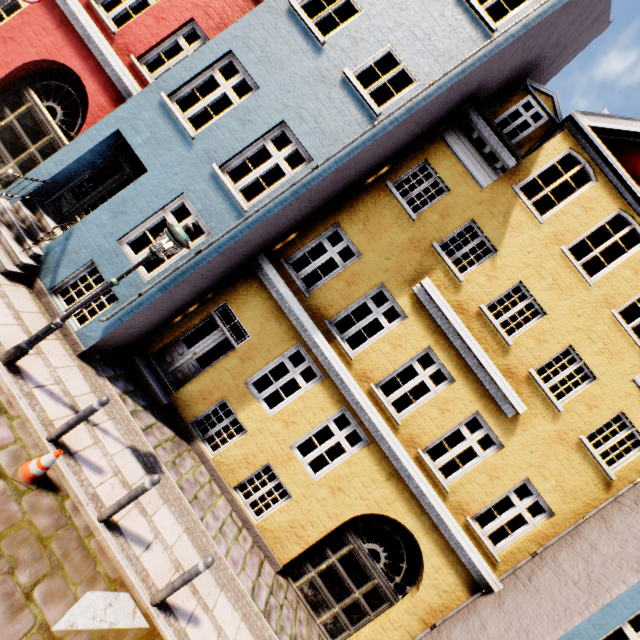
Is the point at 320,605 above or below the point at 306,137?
below

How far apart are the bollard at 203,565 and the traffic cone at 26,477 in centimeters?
239cm

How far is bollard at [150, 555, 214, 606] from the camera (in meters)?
4.86

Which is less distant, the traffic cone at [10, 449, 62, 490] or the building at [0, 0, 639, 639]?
the traffic cone at [10, 449, 62, 490]

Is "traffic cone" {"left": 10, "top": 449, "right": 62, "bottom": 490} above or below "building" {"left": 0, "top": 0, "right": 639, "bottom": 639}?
below

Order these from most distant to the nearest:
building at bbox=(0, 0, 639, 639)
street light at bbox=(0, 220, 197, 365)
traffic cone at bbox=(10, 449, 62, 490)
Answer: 1. building at bbox=(0, 0, 639, 639)
2. street light at bbox=(0, 220, 197, 365)
3. traffic cone at bbox=(10, 449, 62, 490)

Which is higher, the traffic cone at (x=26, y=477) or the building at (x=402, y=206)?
the building at (x=402, y=206)

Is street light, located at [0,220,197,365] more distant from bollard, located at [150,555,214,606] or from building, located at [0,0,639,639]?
bollard, located at [150,555,214,606]
